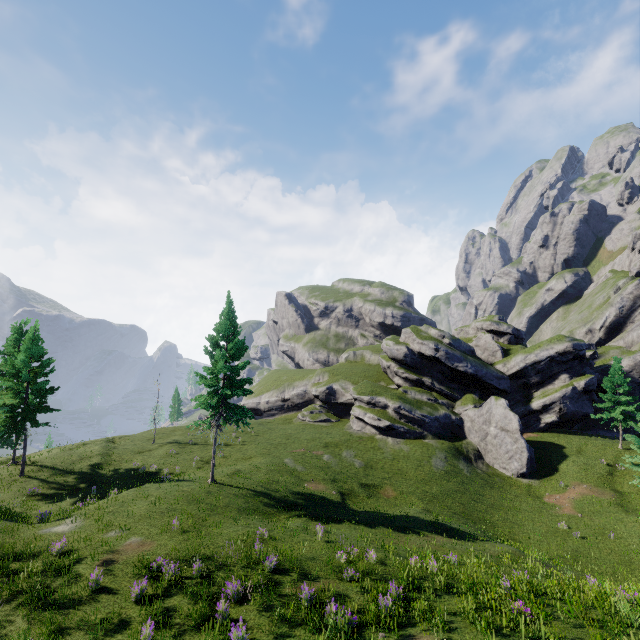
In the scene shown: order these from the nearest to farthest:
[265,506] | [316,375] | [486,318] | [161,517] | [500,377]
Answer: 1. [161,517]
2. [265,506]
3. [500,377]
4. [316,375]
5. [486,318]
